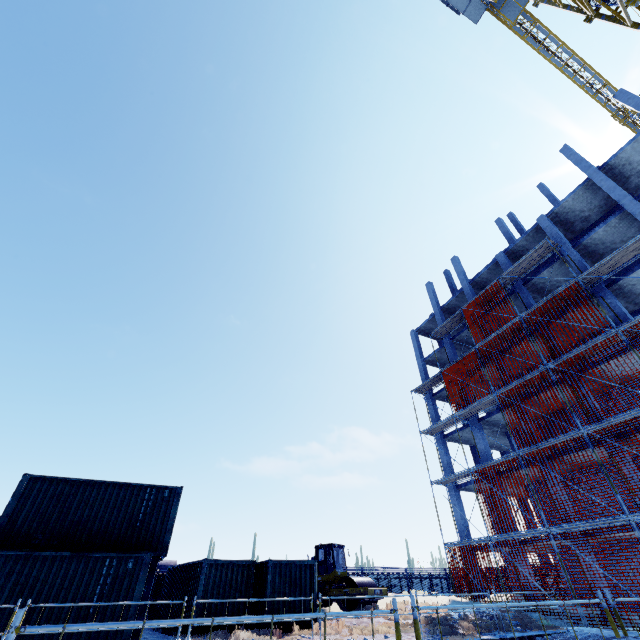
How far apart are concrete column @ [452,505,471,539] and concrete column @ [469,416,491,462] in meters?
3.5

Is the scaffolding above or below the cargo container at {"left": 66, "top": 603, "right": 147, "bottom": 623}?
above

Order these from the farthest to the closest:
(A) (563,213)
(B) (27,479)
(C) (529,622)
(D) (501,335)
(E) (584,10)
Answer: (A) (563,213)
(D) (501,335)
(C) (529,622)
(E) (584,10)
(B) (27,479)

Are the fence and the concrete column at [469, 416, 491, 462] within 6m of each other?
no

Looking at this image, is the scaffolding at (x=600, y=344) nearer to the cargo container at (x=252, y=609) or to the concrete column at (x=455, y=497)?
the concrete column at (x=455, y=497)

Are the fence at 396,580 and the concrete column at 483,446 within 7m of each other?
no

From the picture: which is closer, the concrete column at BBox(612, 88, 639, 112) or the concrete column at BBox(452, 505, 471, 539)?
the concrete column at BBox(612, 88, 639, 112)
